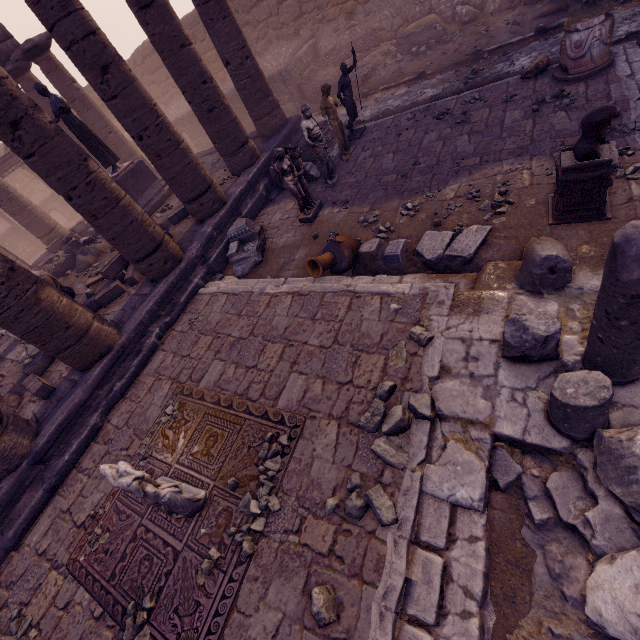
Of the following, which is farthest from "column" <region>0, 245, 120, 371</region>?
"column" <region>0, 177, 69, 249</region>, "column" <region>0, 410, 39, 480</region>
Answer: "column" <region>0, 177, 69, 249</region>

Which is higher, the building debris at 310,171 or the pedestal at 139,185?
the pedestal at 139,185

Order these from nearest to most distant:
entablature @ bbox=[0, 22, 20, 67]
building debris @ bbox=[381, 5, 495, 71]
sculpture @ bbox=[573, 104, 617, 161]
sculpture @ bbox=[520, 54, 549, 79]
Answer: sculpture @ bbox=[573, 104, 617, 161] → sculpture @ bbox=[520, 54, 549, 79] → building debris @ bbox=[381, 5, 495, 71] → entablature @ bbox=[0, 22, 20, 67]

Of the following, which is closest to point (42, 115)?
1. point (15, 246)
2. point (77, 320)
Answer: point (77, 320)

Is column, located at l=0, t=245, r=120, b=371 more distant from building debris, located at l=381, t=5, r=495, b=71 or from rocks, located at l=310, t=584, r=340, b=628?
building debris, located at l=381, t=5, r=495, b=71

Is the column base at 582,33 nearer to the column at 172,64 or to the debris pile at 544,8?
the debris pile at 544,8

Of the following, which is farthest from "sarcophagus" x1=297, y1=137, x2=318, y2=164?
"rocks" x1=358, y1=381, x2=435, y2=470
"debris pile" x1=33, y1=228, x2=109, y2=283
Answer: "rocks" x1=358, y1=381, x2=435, y2=470

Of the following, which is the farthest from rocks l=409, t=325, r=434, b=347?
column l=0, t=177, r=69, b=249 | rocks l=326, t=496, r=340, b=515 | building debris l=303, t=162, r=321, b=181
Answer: column l=0, t=177, r=69, b=249
